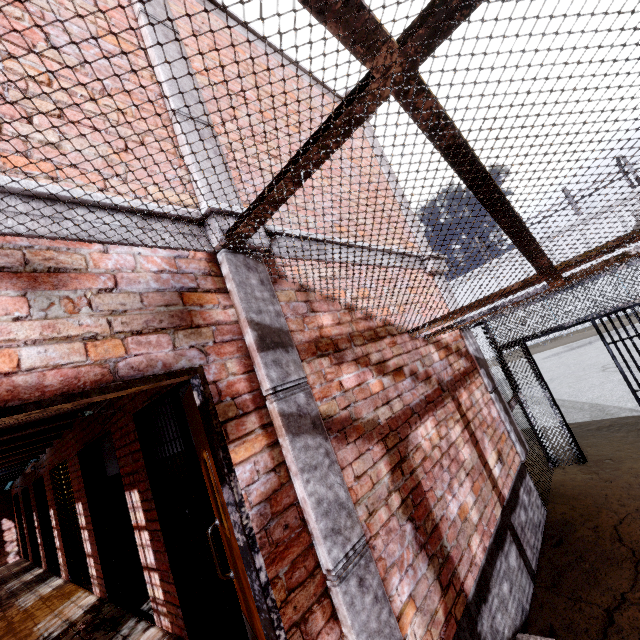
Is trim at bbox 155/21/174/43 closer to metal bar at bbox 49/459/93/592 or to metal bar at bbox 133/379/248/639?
metal bar at bbox 49/459/93/592

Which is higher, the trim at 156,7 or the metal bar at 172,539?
the trim at 156,7

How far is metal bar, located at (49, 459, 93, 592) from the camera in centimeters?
628cm

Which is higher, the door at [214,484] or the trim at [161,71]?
the trim at [161,71]

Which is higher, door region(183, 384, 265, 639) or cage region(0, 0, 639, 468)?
cage region(0, 0, 639, 468)

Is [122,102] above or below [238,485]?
above

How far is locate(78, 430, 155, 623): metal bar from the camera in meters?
4.6 m

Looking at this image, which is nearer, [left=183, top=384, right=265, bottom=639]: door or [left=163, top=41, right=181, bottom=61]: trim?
[left=183, top=384, right=265, bottom=639]: door
